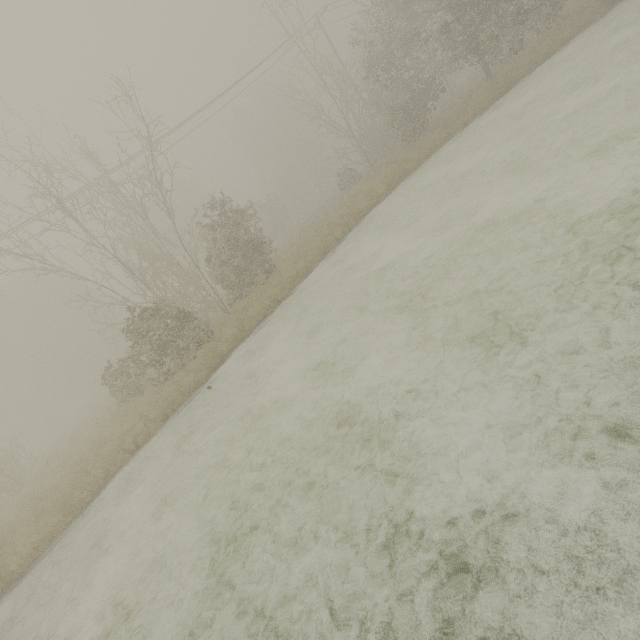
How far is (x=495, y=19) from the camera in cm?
1550
